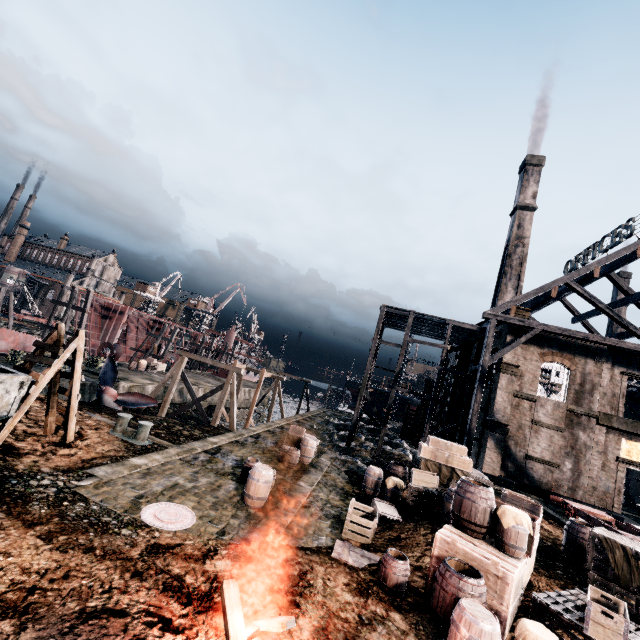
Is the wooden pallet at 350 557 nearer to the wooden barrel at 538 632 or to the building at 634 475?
the wooden barrel at 538 632

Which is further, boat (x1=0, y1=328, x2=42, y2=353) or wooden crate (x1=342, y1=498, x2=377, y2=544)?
boat (x1=0, y1=328, x2=42, y2=353)

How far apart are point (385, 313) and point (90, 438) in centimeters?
2287cm

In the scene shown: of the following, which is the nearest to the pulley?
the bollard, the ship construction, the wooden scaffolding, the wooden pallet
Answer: the ship construction

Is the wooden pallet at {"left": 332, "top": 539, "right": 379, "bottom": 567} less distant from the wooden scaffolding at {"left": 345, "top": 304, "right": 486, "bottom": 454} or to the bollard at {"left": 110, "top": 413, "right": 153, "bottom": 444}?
the bollard at {"left": 110, "top": 413, "right": 153, "bottom": 444}

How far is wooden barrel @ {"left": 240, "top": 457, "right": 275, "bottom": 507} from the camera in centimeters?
1174cm

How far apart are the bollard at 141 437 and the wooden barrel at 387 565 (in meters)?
11.83

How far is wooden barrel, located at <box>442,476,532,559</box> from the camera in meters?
9.0
